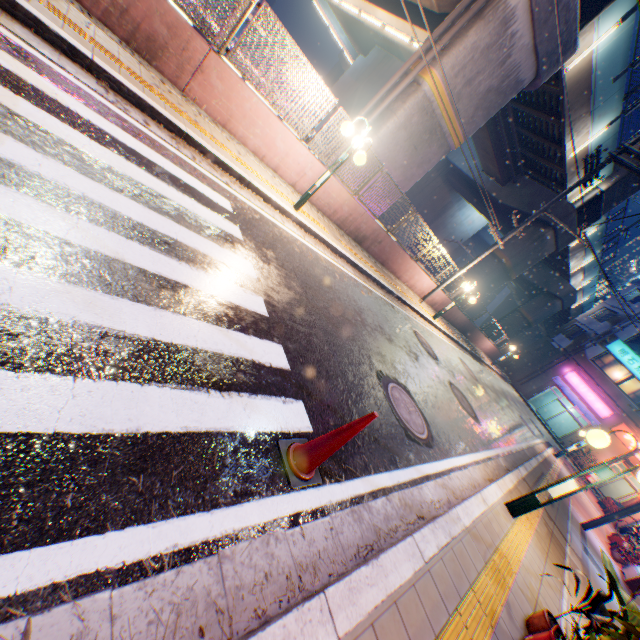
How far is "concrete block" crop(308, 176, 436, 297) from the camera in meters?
9.6

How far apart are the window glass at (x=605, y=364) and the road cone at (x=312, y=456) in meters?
38.3

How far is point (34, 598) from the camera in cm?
122

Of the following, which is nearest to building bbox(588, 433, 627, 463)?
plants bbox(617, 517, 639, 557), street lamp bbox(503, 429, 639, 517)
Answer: plants bbox(617, 517, 639, 557)

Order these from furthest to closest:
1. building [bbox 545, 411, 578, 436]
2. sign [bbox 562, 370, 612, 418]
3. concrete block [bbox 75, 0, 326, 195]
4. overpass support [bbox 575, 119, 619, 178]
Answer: building [bbox 545, 411, 578, 436] → sign [bbox 562, 370, 612, 418] → overpass support [bbox 575, 119, 619, 178] → concrete block [bbox 75, 0, 326, 195]

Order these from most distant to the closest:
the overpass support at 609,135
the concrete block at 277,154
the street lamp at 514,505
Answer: the overpass support at 609,135
the concrete block at 277,154
the street lamp at 514,505

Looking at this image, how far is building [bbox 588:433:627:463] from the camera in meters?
28.0 m

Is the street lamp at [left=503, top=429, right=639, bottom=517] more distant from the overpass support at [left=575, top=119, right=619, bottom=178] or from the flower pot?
the overpass support at [left=575, top=119, right=619, bottom=178]
